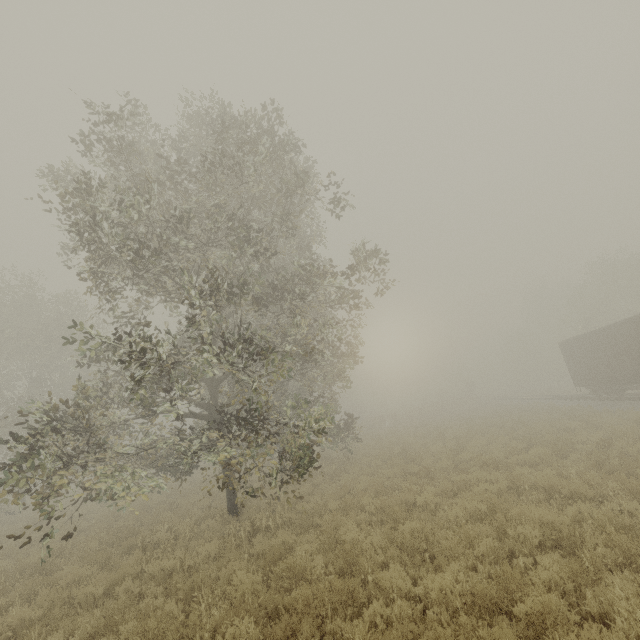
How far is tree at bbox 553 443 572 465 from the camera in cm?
1059

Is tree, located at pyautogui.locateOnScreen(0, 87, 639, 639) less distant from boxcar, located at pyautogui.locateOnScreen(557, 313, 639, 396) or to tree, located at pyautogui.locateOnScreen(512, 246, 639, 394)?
tree, located at pyautogui.locateOnScreen(512, 246, 639, 394)

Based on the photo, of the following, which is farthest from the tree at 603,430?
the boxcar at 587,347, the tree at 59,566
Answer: the boxcar at 587,347

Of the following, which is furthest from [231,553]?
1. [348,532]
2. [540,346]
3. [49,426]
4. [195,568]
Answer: [540,346]

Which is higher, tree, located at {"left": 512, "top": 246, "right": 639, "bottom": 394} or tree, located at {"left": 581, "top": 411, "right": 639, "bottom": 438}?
tree, located at {"left": 512, "top": 246, "right": 639, "bottom": 394}

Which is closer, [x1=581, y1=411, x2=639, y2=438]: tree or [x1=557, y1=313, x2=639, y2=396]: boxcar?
[x1=581, y1=411, x2=639, y2=438]: tree
